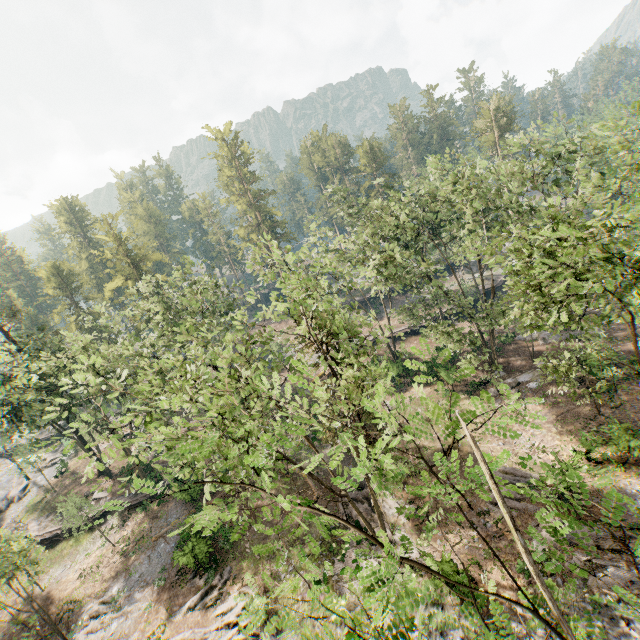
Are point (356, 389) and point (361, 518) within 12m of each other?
yes

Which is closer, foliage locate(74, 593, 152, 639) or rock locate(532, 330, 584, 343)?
foliage locate(74, 593, 152, 639)

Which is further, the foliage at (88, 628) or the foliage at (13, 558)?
the foliage at (88, 628)

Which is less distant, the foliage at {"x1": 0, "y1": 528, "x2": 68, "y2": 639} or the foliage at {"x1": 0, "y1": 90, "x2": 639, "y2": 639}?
the foliage at {"x1": 0, "y1": 90, "x2": 639, "y2": 639}

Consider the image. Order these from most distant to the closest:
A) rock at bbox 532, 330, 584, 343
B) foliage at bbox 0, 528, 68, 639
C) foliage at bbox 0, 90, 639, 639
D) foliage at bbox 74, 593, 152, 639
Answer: rock at bbox 532, 330, 584, 343
foliage at bbox 74, 593, 152, 639
foliage at bbox 0, 528, 68, 639
foliage at bbox 0, 90, 639, 639

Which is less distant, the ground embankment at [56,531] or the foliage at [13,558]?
the foliage at [13,558]

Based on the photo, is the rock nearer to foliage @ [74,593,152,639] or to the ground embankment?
foliage @ [74,593,152,639]
